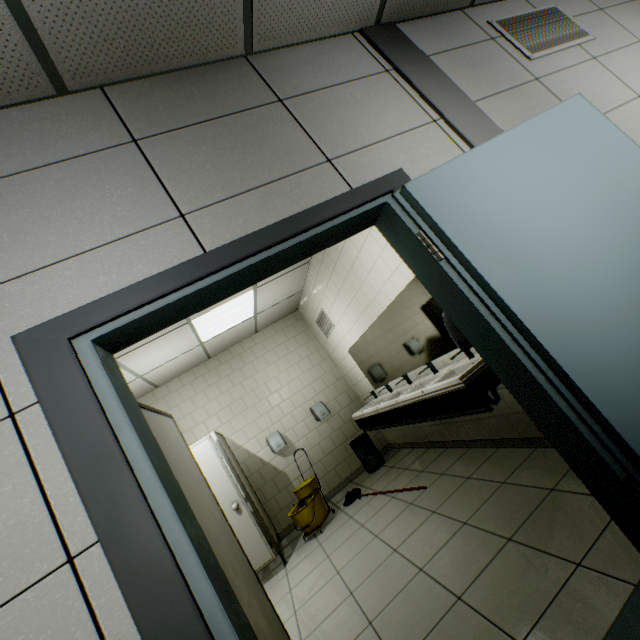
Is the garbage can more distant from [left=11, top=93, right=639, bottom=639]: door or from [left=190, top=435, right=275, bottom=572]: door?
[left=11, top=93, right=639, bottom=639]: door

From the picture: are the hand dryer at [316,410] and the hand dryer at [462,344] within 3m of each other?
no

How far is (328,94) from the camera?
1.9 meters

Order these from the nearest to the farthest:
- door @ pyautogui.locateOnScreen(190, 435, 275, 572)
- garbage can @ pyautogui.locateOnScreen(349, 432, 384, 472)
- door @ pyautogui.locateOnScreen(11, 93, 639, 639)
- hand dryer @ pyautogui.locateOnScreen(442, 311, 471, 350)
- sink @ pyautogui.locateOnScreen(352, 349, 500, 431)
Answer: door @ pyautogui.locateOnScreen(11, 93, 639, 639) → hand dryer @ pyautogui.locateOnScreen(442, 311, 471, 350) → sink @ pyautogui.locateOnScreen(352, 349, 500, 431) → door @ pyautogui.locateOnScreen(190, 435, 275, 572) → garbage can @ pyautogui.locateOnScreen(349, 432, 384, 472)

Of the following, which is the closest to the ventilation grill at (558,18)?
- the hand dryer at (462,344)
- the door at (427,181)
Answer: the door at (427,181)

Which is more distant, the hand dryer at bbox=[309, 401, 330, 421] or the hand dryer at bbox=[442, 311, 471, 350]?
the hand dryer at bbox=[309, 401, 330, 421]

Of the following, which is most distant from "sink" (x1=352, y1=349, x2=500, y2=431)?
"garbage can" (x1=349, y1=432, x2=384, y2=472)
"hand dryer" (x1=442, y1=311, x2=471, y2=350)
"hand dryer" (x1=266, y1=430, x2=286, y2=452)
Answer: "hand dryer" (x1=266, y1=430, x2=286, y2=452)
